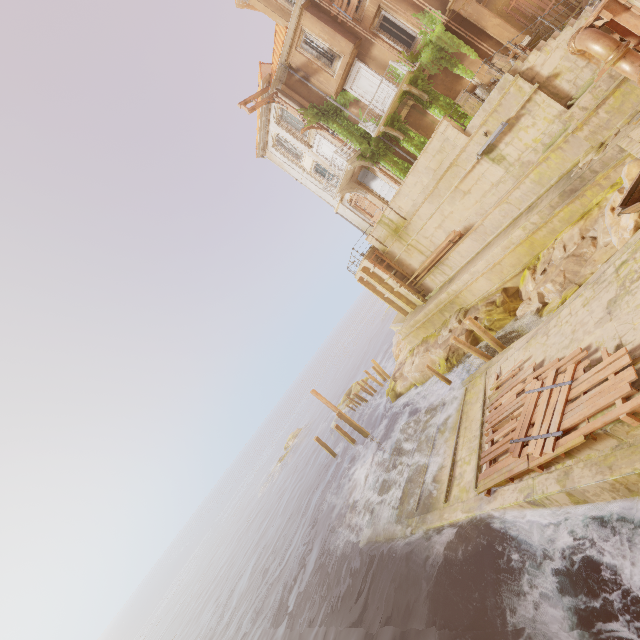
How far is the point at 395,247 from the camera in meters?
20.4

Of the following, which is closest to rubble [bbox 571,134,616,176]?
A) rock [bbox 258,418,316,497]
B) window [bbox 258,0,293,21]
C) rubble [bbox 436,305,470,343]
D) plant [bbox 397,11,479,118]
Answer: plant [bbox 397,11,479,118]

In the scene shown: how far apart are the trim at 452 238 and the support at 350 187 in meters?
7.8 m

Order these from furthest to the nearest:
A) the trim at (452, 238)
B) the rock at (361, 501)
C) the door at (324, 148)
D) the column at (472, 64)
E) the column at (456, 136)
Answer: the door at (324, 148) → the trim at (452, 238) → the column at (472, 64) → the rock at (361, 501) → the column at (456, 136)

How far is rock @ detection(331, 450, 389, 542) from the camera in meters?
16.4

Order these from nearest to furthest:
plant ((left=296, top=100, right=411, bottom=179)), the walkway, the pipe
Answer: the walkway, the pipe, plant ((left=296, top=100, right=411, bottom=179))

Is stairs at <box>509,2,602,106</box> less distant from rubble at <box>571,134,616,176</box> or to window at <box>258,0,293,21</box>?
rubble at <box>571,134,616,176</box>

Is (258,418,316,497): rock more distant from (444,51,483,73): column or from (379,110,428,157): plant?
(444,51,483,73): column
